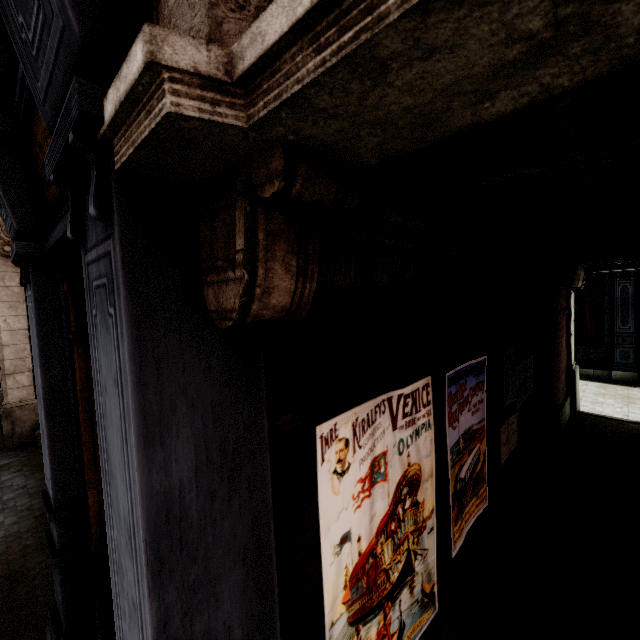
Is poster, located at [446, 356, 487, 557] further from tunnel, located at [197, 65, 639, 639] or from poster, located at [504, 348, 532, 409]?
poster, located at [504, 348, 532, 409]

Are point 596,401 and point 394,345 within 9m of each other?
no

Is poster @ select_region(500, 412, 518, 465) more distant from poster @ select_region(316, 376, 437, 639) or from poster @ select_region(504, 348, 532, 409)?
poster @ select_region(316, 376, 437, 639)

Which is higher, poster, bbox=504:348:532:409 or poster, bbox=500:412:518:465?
poster, bbox=504:348:532:409

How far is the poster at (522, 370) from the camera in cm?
402

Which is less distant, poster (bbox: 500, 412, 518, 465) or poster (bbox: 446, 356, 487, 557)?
poster (bbox: 446, 356, 487, 557)

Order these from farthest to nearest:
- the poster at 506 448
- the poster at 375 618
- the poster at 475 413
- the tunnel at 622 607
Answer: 1. the poster at 506 448
2. the poster at 475 413
3. the poster at 375 618
4. the tunnel at 622 607

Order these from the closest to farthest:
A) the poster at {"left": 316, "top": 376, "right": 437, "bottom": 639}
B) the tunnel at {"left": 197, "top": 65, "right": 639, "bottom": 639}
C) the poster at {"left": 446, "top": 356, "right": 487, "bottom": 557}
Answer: the tunnel at {"left": 197, "top": 65, "right": 639, "bottom": 639} < the poster at {"left": 316, "top": 376, "right": 437, "bottom": 639} < the poster at {"left": 446, "top": 356, "right": 487, "bottom": 557}
